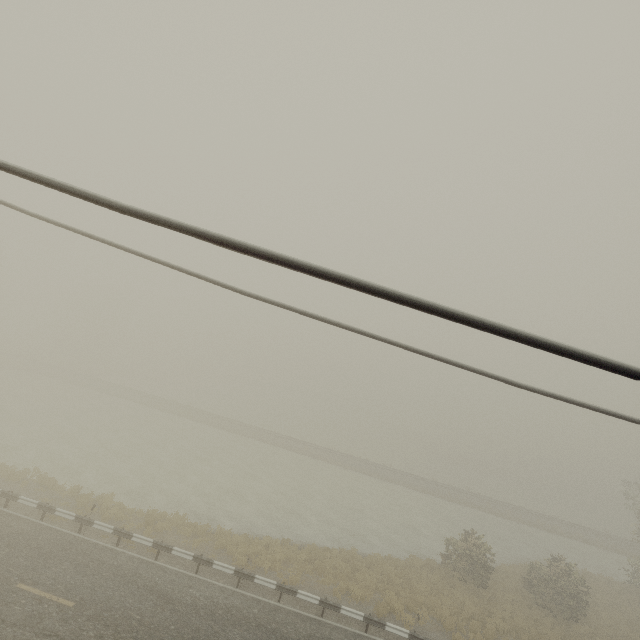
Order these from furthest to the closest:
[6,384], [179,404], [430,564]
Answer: [179,404]
[6,384]
[430,564]
